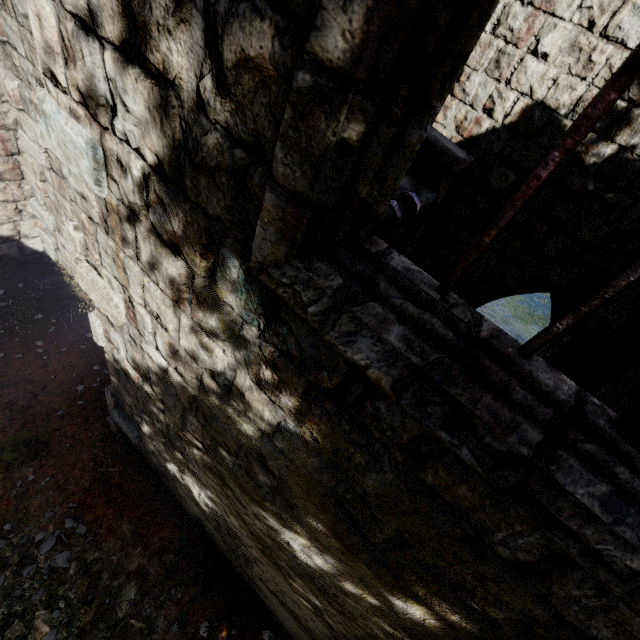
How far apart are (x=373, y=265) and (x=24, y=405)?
7.15m
